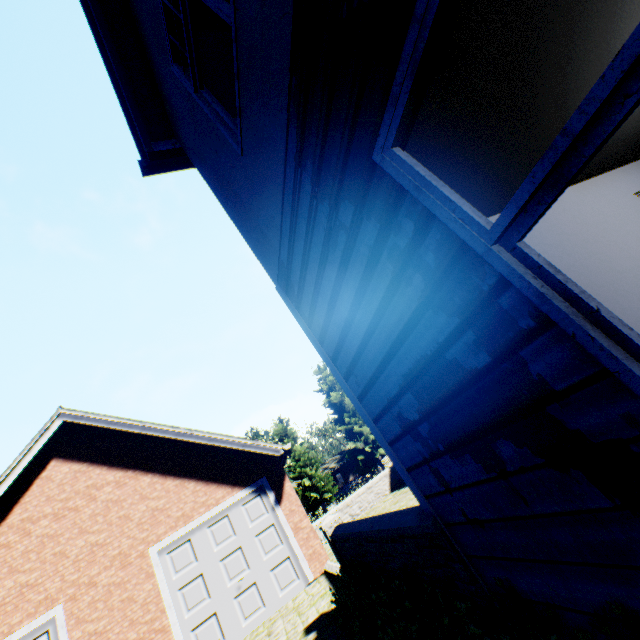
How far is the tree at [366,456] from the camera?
33.72m

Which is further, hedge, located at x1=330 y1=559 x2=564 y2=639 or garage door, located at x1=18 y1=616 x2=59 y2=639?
garage door, located at x1=18 y1=616 x2=59 y2=639

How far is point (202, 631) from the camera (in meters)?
7.98

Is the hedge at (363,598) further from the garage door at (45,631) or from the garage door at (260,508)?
the garage door at (45,631)

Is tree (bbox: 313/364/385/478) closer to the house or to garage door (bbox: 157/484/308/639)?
the house

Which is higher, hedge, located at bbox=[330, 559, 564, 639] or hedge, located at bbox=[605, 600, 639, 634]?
hedge, located at bbox=[605, 600, 639, 634]

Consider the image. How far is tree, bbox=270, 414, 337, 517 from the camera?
30.84m

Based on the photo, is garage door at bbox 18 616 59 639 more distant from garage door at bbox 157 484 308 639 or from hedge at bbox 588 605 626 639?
hedge at bbox 588 605 626 639
